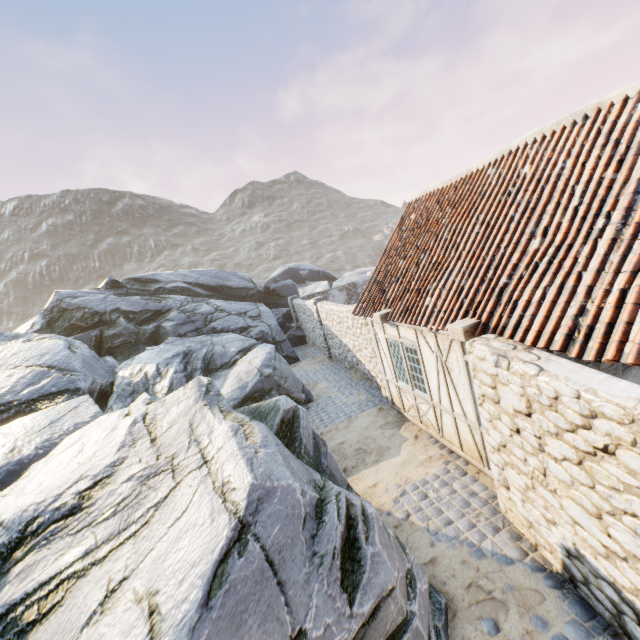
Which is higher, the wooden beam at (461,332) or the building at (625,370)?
the wooden beam at (461,332)

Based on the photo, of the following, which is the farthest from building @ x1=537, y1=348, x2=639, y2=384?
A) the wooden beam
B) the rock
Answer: the rock

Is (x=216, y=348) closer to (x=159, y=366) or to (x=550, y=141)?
(x=159, y=366)

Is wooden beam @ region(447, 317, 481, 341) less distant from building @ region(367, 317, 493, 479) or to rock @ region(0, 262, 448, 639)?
building @ region(367, 317, 493, 479)

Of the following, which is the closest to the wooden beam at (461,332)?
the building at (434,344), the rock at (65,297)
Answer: the building at (434,344)
